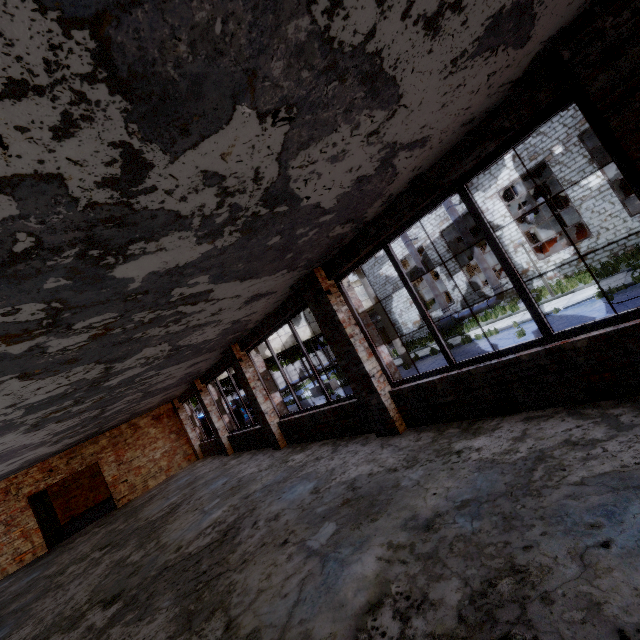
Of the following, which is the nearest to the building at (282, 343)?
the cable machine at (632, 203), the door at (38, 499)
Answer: the door at (38, 499)

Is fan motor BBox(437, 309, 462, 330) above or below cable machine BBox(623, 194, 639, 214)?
below

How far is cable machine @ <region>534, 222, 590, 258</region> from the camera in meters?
20.3 m

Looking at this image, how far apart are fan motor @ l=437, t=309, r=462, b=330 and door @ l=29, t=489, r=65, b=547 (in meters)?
24.34

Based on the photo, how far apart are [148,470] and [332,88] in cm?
1741

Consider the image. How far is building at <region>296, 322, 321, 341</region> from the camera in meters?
24.5 m

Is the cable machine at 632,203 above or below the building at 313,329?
below

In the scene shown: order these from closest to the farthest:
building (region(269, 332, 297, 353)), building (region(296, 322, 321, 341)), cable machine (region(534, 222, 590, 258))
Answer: cable machine (region(534, 222, 590, 258)) < building (region(269, 332, 297, 353)) < building (region(296, 322, 321, 341))
